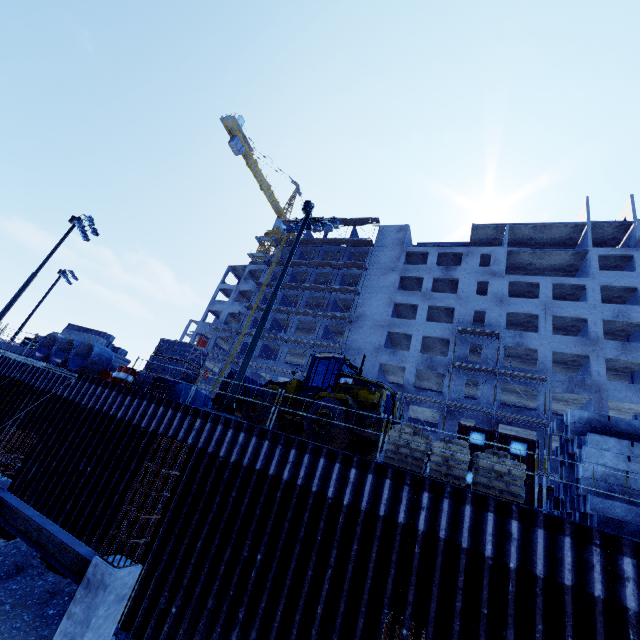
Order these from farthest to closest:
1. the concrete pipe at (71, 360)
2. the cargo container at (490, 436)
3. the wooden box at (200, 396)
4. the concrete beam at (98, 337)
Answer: the concrete beam at (98, 337)
the cargo container at (490, 436)
the concrete pipe at (71, 360)
the wooden box at (200, 396)

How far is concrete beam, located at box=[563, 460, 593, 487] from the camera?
7.95m

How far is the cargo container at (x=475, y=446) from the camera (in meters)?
21.19

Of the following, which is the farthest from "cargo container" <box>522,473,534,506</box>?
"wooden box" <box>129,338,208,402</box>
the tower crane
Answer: the tower crane

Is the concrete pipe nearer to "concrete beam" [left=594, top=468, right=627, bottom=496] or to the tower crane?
"concrete beam" [left=594, top=468, right=627, bottom=496]

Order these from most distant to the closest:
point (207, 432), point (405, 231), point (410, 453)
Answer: point (405, 231)
point (207, 432)
point (410, 453)

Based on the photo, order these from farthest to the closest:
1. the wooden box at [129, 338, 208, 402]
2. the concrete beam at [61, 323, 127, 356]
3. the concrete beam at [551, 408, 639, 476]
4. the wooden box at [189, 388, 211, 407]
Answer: the concrete beam at [61, 323, 127, 356]
the wooden box at [189, 388, 211, 407]
the wooden box at [129, 338, 208, 402]
the concrete beam at [551, 408, 639, 476]

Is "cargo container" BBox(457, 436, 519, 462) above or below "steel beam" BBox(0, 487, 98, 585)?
above
